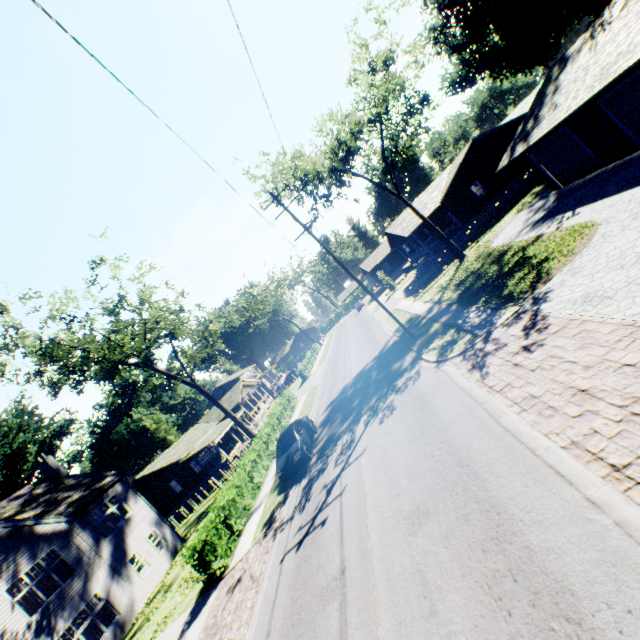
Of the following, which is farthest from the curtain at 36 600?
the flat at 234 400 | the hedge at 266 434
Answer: the flat at 234 400

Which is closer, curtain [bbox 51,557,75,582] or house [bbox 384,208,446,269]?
curtain [bbox 51,557,75,582]

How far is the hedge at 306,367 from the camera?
45.03m

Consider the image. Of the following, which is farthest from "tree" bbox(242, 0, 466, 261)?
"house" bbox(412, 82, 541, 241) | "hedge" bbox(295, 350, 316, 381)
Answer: "hedge" bbox(295, 350, 316, 381)

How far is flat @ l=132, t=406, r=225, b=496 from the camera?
36.94m

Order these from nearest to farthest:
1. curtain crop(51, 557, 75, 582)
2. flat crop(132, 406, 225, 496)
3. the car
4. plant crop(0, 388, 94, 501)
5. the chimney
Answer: the car, curtain crop(51, 557, 75, 582), the chimney, flat crop(132, 406, 225, 496), plant crop(0, 388, 94, 501)

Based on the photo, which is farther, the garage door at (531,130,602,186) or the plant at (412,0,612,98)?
the plant at (412,0,612,98)

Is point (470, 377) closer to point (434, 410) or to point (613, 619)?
point (434, 410)
